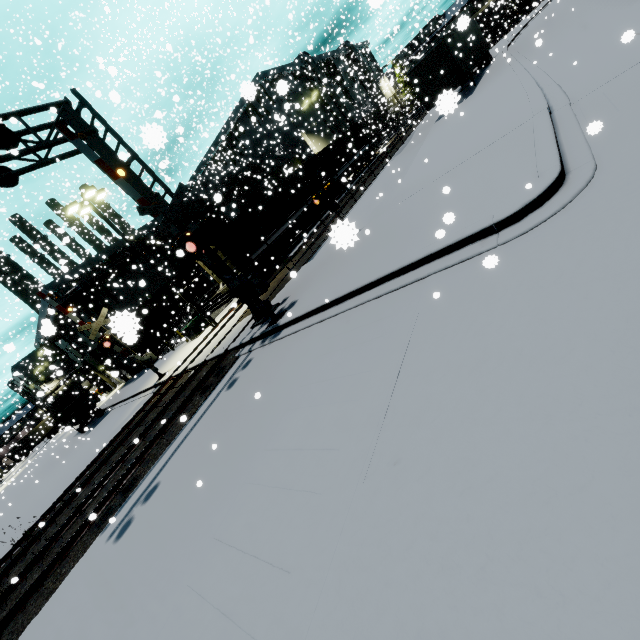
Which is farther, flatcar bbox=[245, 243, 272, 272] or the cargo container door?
the cargo container door

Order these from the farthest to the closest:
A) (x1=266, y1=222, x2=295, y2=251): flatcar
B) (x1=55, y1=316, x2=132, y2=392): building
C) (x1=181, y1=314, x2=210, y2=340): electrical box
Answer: (x1=55, y1=316, x2=132, y2=392): building, (x1=181, y1=314, x2=210, y2=340): electrical box, (x1=266, y1=222, x2=295, y2=251): flatcar

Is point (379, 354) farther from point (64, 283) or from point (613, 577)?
point (64, 283)

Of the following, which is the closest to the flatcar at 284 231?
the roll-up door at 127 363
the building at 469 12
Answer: the building at 469 12

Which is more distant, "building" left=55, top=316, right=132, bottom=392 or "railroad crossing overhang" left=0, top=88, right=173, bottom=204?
"building" left=55, top=316, right=132, bottom=392

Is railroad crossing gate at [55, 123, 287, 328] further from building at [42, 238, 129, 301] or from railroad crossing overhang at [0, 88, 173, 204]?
building at [42, 238, 129, 301]

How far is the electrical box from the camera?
22.4 meters

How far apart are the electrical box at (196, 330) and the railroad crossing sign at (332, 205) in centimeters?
1396cm
